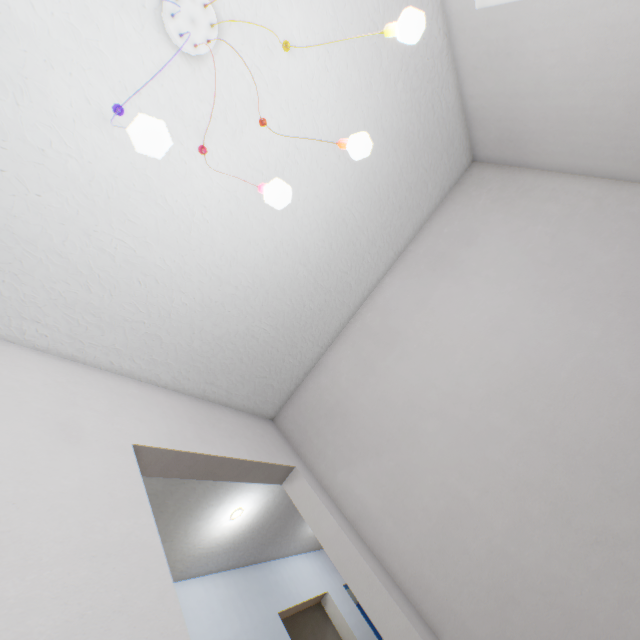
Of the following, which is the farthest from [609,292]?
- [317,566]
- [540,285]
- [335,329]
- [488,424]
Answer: [317,566]

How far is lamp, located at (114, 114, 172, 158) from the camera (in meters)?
0.56

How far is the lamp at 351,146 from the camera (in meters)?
0.87

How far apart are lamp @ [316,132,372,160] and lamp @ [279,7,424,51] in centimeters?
24cm

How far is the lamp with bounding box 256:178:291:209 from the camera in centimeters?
77cm

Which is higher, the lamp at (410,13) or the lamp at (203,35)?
the lamp at (203,35)

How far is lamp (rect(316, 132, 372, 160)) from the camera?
0.9m

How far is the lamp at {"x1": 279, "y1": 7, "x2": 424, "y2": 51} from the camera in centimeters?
78cm
